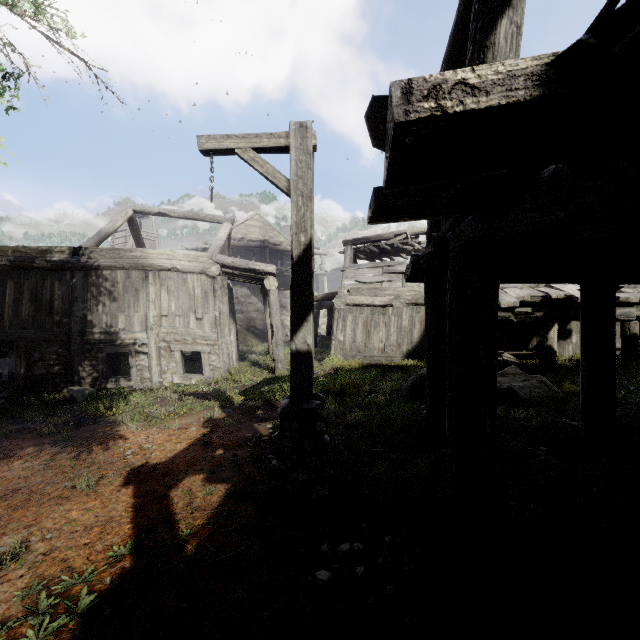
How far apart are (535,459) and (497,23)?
5.1m

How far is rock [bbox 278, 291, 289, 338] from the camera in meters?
29.3 m

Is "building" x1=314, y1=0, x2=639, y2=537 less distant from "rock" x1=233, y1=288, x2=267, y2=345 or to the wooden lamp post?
"rock" x1=233, y1=288, x2=267, y2=345

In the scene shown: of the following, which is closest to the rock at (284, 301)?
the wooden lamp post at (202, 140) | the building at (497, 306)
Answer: the building at (497, 306)

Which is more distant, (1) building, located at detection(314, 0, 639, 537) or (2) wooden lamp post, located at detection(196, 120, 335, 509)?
(2) wooden lamp post, located at detection(196, 120, 335, 509)

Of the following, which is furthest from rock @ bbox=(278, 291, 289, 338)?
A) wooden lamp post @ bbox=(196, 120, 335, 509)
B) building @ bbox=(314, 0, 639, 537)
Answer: wooden lamp post @ bbox=(196, 120, 335, 509)
